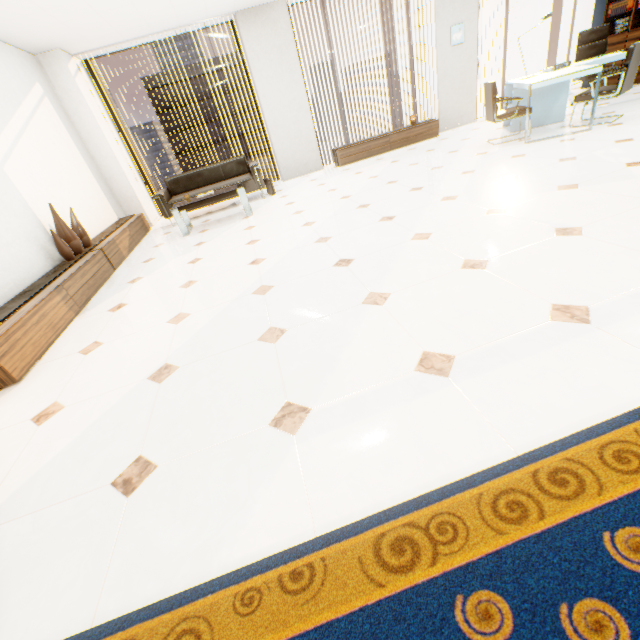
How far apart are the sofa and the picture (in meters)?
4.98

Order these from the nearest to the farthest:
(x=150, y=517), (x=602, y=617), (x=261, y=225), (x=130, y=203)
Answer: (x=602, y=617) < (x=150, y=517) < (x=261, y=225) < (x=130, y=203)

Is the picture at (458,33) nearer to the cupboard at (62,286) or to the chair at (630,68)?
the chair at (630,68)

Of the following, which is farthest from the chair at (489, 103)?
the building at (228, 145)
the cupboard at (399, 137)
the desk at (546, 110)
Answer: the building at (228, 145)

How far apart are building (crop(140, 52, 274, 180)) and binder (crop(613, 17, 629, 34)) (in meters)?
57.69

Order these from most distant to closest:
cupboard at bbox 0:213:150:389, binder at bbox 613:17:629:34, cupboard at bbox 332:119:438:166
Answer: cupboard at bbox 332:119:438:166 < binder at bbox 613:17:629:34 < cupboard at bbox 0:213:150:389

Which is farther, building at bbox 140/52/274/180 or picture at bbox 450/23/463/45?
building at bbox 140/52/274/180

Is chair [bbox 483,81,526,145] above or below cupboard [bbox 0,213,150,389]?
above
